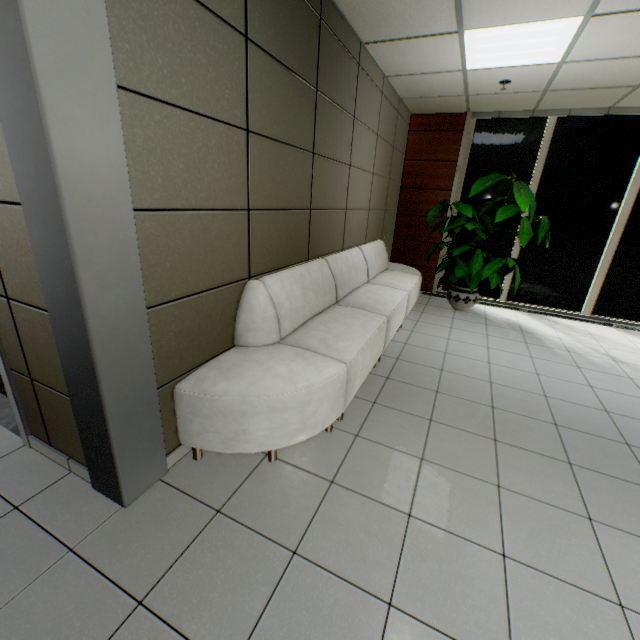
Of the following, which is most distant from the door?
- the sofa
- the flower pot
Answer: the flower pot

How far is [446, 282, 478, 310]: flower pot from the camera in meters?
5.5 m

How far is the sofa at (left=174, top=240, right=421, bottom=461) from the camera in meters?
2.0 m

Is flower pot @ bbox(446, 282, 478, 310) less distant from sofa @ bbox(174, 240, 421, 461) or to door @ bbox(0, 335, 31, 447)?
sofa @ bbox(174, 240, 421, 461)

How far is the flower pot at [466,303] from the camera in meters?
5.5

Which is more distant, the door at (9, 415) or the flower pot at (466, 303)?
the flower pot at (466, 303)

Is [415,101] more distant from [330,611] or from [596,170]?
[330,611]
